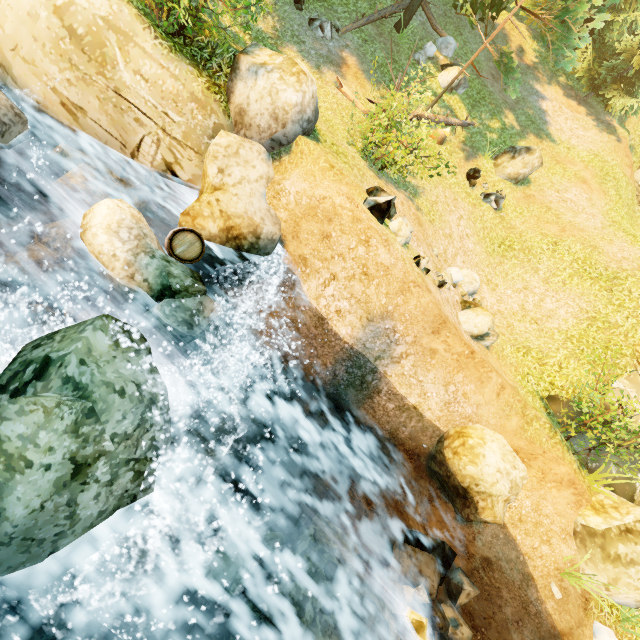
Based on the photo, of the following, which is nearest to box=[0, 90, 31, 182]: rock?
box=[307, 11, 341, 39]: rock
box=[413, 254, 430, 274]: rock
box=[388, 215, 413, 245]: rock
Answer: box=[388, 215, 413, 245]: rock

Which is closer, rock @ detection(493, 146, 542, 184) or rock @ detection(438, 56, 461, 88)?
rock @ detection(493, 146, 542, 184)

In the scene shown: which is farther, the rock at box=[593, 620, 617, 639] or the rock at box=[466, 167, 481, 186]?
the rock at box=[466, 167, 481, 186]

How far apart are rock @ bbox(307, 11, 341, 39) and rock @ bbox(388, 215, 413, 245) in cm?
939

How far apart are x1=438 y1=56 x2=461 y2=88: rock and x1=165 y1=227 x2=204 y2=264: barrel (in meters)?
14.30

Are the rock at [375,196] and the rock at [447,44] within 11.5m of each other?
no

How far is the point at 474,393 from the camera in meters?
7.8

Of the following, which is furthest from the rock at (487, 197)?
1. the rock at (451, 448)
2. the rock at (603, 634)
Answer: the rock at (603, 634)
